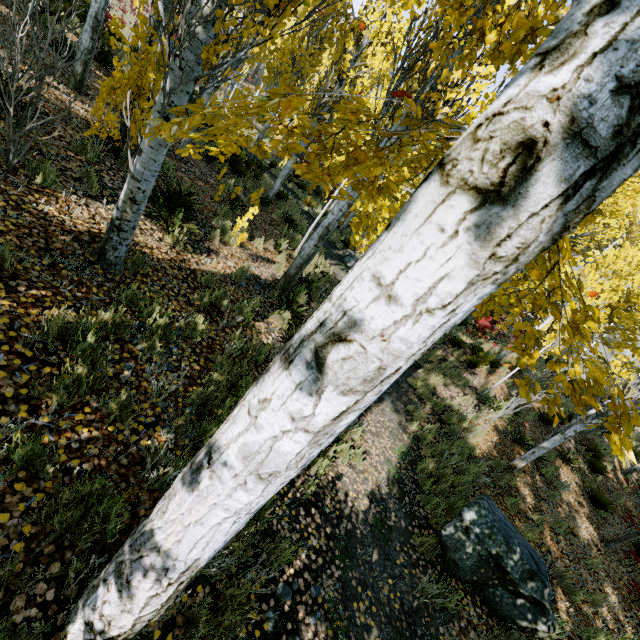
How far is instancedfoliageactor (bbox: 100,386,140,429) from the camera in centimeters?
275cm

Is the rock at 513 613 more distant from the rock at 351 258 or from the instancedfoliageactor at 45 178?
the rock at 351 258

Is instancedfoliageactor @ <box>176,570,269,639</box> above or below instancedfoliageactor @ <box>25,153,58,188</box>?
below

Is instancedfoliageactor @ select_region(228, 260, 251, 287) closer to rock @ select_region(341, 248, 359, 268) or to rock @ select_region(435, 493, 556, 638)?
rock @ select_region(341, 248, 359, 268)

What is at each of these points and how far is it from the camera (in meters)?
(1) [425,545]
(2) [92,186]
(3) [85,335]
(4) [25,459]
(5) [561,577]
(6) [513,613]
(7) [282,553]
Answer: (1) instancedfoliageactor, 4.70
(2) instancedfoliageactor, 4.76
(3) instancedfoliageactor, 3.06
(4) instancedfoliageactor, 2.14
(5) instancedfoliageactor, 5.65
(6) rock, 4.45
(7) instancedfoliageactor, 3.23

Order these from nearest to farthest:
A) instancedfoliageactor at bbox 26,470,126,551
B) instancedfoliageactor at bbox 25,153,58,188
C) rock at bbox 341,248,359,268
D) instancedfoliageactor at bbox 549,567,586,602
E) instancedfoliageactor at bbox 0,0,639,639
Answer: instancedfoliageactor at bbox 0,0,639,639, instancedfoliageactor at bbox 26,470,126,551, instancedfoliageactor at bbox 25,153,58,188, instancedfoliageactor at bbox 549,567,586,602, rock at bbox 341,248,359,268

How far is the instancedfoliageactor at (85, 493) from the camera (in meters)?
2.02
